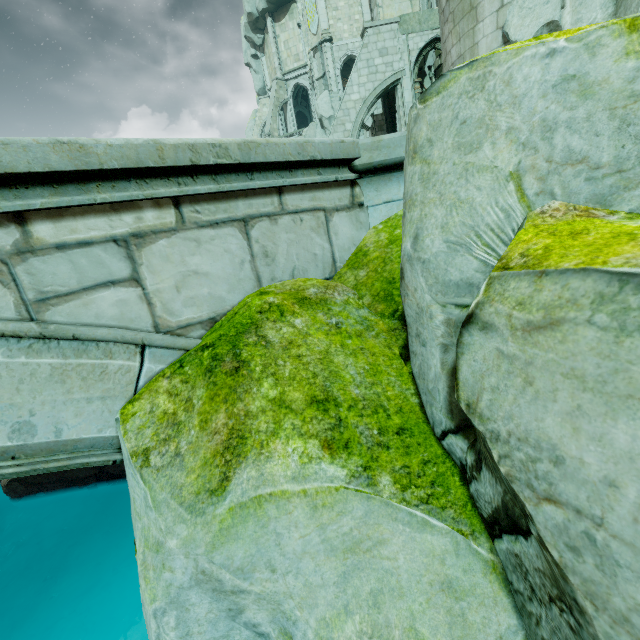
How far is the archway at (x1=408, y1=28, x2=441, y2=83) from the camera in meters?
14.6

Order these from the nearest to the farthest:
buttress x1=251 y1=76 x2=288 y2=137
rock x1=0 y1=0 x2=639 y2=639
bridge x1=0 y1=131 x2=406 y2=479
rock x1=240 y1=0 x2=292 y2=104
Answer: rock x1=0 y1=0 x2=639 y2=639, bridge x1=0 y1=131 x2=406 y2=479, rock x1=240 y1=0 x2=292 y2=104, buttress x1=251 y1=76 x2=288 y2=137

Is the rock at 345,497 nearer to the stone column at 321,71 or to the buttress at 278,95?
the stone column at 321,71

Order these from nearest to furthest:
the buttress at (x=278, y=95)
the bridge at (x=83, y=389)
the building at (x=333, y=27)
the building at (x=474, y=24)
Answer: the bridge at (x=83, y=389)
the building at (x=474, y=24)
the building at (x=333, y=27)
the buttress at (x=278, y=95)

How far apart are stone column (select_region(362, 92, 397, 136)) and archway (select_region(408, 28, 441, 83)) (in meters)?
3.26

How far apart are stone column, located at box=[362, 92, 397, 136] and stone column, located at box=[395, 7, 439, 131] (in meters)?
2.97

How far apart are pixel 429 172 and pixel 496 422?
1.1m

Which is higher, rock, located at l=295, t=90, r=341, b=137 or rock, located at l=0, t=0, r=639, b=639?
rock, located at l=295, t=90, r=341, b=137
